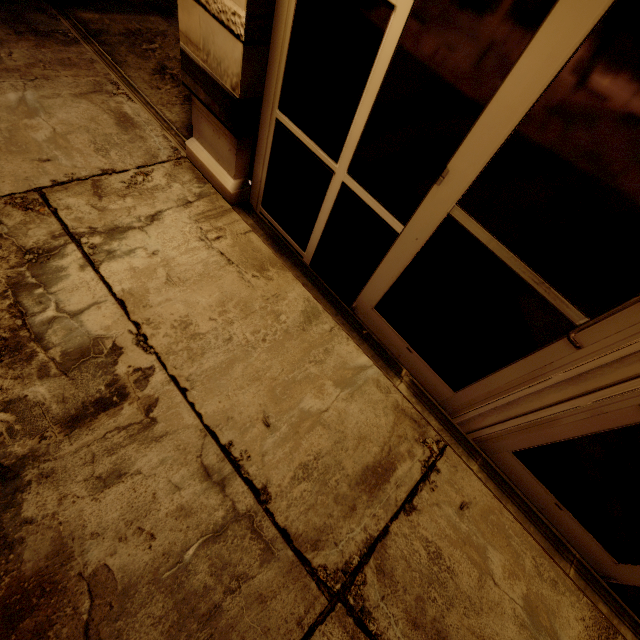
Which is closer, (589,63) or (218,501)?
(589,63)
